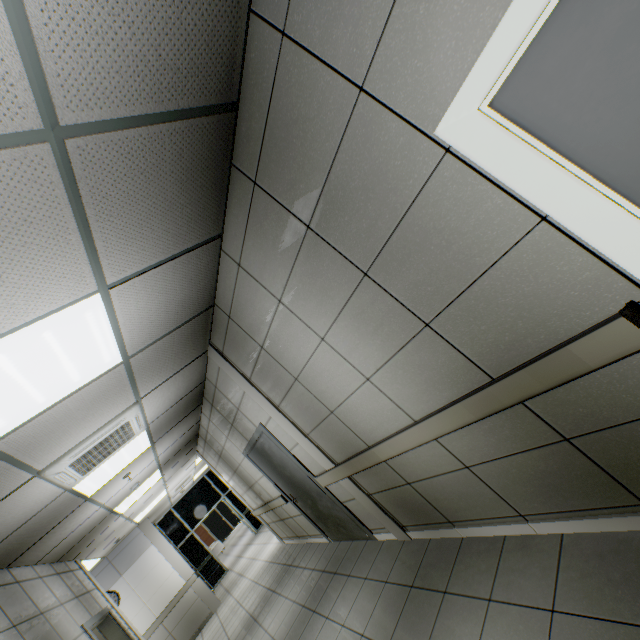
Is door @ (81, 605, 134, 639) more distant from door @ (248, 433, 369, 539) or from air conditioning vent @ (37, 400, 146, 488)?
door @ (248, 433, 369, 539)

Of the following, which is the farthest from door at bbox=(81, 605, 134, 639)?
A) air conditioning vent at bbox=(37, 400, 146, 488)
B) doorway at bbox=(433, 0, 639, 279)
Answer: doorway at bbox=(433, 0, 639, 279)

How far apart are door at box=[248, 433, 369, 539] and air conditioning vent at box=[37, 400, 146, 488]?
1.6 meters

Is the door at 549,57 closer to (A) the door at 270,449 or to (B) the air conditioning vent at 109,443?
(B) the air conditioning vent at 109,443

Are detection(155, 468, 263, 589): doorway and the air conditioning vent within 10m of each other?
no

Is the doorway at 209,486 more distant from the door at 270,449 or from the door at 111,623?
the door at 270,449

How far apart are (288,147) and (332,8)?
0.6 meters

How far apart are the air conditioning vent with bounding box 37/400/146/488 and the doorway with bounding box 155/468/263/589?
10.87m
